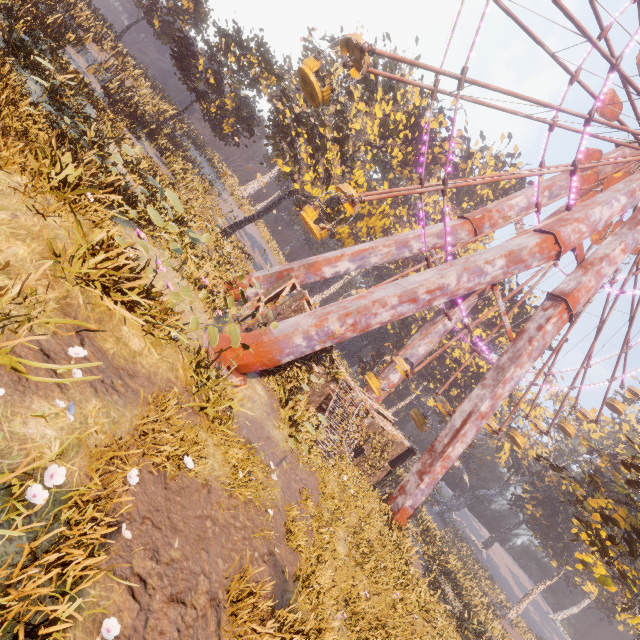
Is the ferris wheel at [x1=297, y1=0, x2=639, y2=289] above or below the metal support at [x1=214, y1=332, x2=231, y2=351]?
above

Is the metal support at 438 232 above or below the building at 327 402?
above

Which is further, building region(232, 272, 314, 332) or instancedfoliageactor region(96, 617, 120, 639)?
building region(232, 272, 314, 332)

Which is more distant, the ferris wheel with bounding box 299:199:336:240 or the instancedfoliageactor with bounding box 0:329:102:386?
the ferris wheel with bounding box 299:199:336:240

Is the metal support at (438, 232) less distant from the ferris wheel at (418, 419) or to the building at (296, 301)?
the ferris wheel at (418, 419)

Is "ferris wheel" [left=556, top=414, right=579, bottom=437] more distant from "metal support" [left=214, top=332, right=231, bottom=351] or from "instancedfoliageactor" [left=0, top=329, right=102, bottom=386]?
"instancedfoliageactor" [left=0, top=329, right=102, bottom=386]

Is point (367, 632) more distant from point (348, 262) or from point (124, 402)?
point (348, 262)

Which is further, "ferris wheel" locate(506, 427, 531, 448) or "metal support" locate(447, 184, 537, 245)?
"ferris wheel" locate(506, 427, 531, 448)
